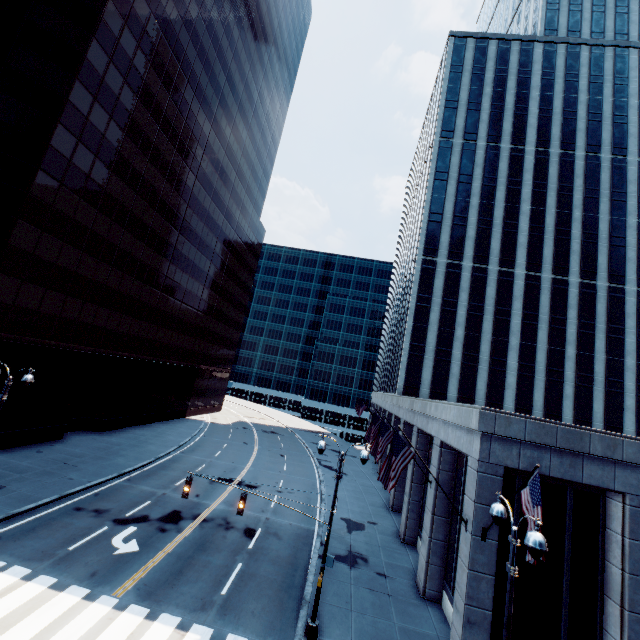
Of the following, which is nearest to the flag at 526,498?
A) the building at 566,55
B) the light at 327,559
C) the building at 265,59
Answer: the building at 566,55

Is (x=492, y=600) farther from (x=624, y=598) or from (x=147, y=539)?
(x=147, y=539)

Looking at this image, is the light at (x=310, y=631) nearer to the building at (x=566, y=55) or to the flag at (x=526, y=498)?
the building at (x=566, y=55)

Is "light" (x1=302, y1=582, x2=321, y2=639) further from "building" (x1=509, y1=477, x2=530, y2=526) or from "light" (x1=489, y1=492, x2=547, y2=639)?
"light" (x1=489, y1=492, x2=547, y2=639)

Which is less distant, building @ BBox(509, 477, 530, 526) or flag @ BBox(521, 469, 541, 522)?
flag @ BBox(521, 469, 541, 522)

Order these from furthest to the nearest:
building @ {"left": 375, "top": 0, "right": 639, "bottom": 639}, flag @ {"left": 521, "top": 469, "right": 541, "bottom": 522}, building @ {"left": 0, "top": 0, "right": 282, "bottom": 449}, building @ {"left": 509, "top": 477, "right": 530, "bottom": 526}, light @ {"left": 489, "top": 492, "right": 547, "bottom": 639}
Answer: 1. building @ {"left": 0, "top": 0, "right": 282, "bottom": 449}
2. building @ {"left": 509, "top": 477, "right": 530, "bottom": 526}
3. building @ {"left": 375, "top": 0, "right": 639, "bottom": 639}
4. flag @ {"left": 521, "top": 469, "right": 541, "bottom": 522}
5. light @ {"left": 489, "top": 492, "right": 547, "bottom": 639}

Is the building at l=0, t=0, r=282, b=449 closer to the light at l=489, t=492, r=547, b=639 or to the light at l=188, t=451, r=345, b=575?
the light at l=188, t=451, r=345, b=575

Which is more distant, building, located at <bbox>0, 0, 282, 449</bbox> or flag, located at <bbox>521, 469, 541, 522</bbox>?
building, located at <bbox>0, 0, 282, 449</bbox>
